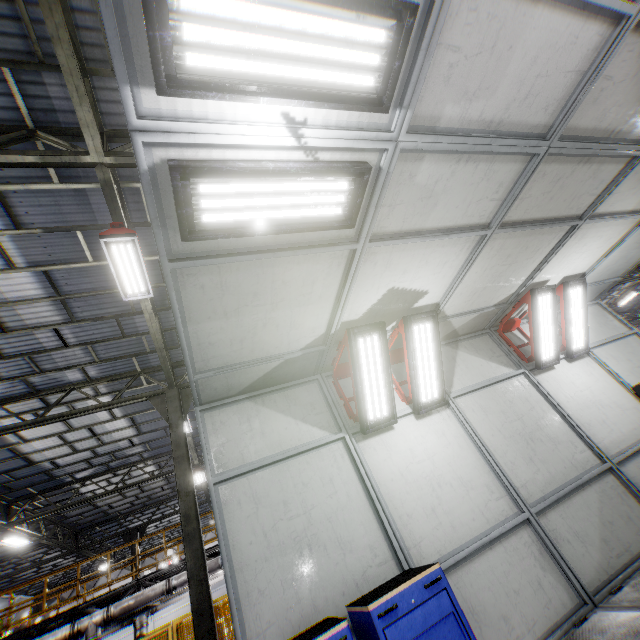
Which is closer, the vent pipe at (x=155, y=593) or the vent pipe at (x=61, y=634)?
the vent pipe at (x=61, y=634)

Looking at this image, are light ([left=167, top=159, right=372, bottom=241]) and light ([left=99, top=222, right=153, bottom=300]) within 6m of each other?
yes

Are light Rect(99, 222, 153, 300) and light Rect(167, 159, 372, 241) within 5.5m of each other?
yes

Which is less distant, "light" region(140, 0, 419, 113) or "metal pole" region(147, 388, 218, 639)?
"light" region(140, 0, 419, 113)

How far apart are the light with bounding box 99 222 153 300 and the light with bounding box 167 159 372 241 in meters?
4.2 m

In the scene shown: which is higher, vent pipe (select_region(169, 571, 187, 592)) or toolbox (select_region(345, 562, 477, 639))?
vent pipe (select_region(169, 571, 187, 592))

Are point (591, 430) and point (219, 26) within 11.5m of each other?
yes

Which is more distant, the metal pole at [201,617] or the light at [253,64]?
the metal pole at [201,617]
